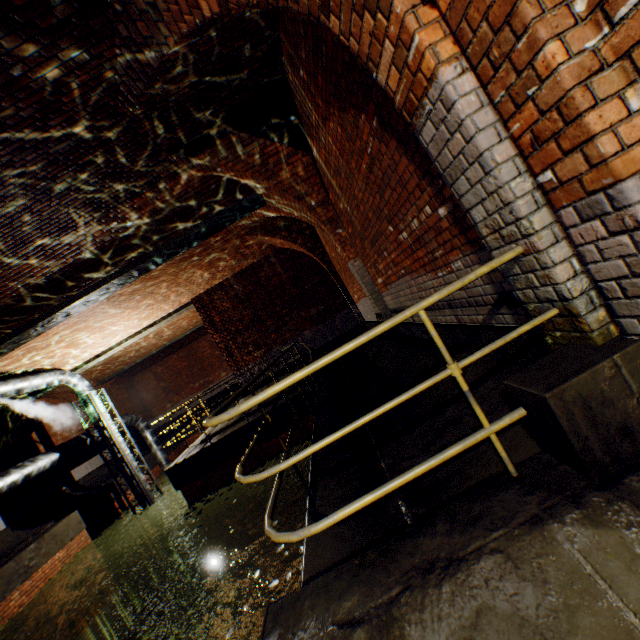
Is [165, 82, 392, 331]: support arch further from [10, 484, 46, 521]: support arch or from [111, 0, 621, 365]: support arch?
[10, 484, 46, 521]: support arch

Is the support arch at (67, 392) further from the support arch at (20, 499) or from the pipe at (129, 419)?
the pipe at (129, 419)

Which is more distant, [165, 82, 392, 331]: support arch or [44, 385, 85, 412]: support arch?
[44, 385, 85, 412]: support arch

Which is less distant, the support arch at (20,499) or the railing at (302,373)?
the railing at (302,373)

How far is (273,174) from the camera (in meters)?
5.77

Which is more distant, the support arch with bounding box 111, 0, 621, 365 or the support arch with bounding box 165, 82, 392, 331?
the support arch with bounding box 165, 82, 392, 331

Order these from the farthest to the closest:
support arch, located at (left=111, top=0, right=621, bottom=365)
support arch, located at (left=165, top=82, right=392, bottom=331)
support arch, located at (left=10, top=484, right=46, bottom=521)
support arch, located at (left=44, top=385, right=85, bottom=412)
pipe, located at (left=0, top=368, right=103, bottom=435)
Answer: support arch, located at (left=44, top=385, right=85, bottom=412) < support arch, located at (left=10, top=484, right=46, bottom=521) < pipe, located at (left=0, top=368, right=103, bottom=435) < support arch, located at (left=165, top=82, right=392, bottom=331) < support arch, located at (left=111, top=0, right=621, bottom=365)

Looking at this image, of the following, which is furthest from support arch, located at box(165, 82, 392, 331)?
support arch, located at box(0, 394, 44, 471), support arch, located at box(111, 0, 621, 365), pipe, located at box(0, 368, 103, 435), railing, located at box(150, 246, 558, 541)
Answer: support arch, located at box(0, 394, 44, 471)
